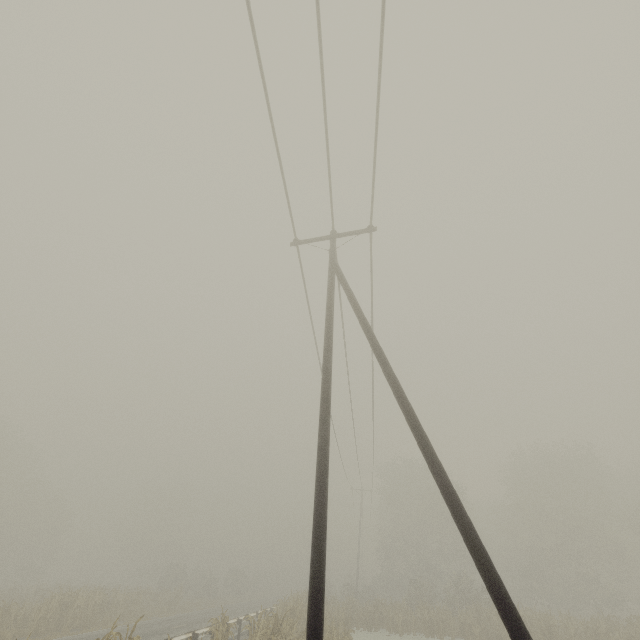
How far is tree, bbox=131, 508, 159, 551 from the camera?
56.31m

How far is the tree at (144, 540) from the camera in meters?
56.3 m

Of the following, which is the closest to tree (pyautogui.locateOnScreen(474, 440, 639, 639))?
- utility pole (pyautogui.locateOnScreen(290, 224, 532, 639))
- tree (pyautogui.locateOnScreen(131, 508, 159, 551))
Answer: tree (pyautogui.locateOnScreen(131, 508, 159, 551))

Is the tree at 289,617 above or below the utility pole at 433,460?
below

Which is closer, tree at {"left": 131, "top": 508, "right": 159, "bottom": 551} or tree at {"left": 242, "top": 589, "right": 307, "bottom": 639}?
tree at {"left": 242, "top": 589, "right": 307, "bottom": 639}

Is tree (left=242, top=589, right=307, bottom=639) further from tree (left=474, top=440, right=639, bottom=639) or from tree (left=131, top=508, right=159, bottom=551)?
tree (left=474, top=440, right=639, bottom=639)

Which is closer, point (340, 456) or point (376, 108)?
point (376, 108)

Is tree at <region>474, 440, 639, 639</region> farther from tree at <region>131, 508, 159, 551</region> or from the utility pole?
the utility pole
